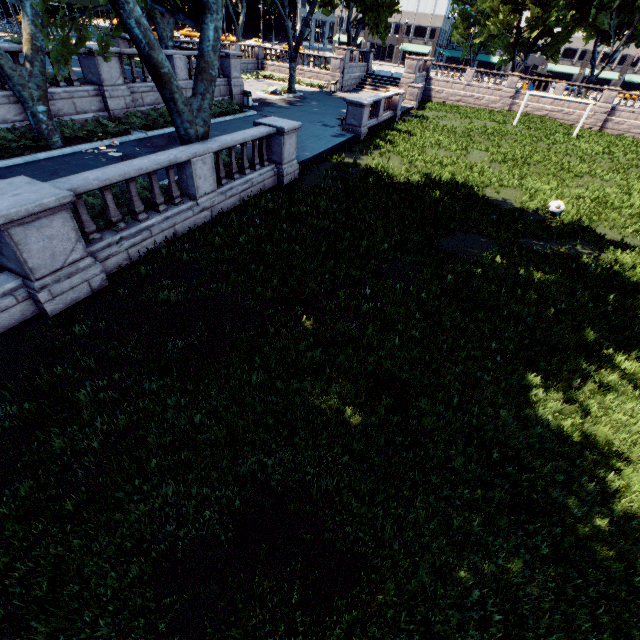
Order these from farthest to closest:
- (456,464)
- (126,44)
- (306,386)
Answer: (126,44)
(306,386)
(456,464)

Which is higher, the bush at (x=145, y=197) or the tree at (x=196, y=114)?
the tree at (x=196, y=114)

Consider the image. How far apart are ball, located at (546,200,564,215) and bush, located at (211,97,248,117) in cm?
1901

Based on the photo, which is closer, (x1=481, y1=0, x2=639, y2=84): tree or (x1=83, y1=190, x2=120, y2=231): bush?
(x1=83, y1=190, x2=120, y2=231): bush

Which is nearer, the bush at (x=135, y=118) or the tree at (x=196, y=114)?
the tree at (x=196, y=114)

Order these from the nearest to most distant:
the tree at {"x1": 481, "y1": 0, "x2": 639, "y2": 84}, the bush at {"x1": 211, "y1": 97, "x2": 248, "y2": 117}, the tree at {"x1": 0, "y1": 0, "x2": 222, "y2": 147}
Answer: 1. the tree at {"x1": 0, "y1": 0, "x2": 222, "y2": 147}
2. the bush at {"x1": 211, "y1": 97, "x2": 248, "y2": 117}
3. the tree at {"x1": 481, "y1": 0, "x2": 639, "y2": 84}

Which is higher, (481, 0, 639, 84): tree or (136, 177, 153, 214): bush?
(481, 0, 639, 84): tree
